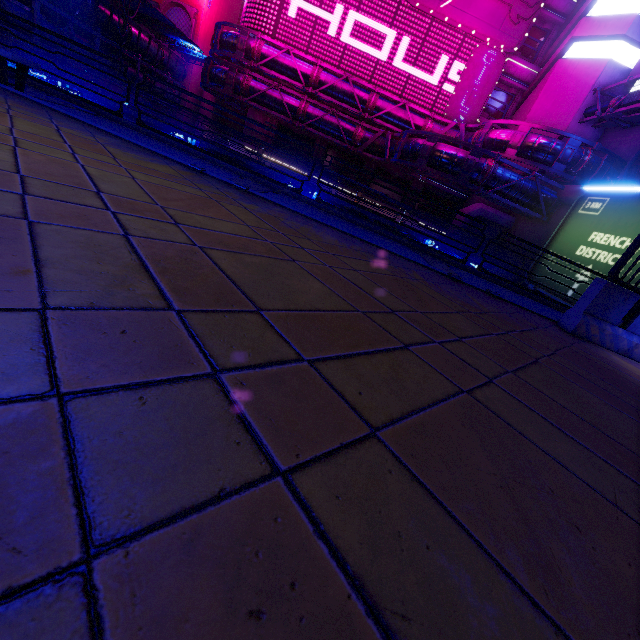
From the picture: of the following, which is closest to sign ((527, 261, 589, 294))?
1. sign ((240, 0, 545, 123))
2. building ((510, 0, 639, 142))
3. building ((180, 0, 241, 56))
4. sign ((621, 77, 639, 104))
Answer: sign ((621, 77, 639, 104))

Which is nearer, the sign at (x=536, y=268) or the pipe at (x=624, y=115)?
the sign at (x=536, y=268)

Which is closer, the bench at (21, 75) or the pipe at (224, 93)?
Result: the bench at (21, 75)

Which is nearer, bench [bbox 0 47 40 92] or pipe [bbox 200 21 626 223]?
bench [bbox 0 47 40 92]

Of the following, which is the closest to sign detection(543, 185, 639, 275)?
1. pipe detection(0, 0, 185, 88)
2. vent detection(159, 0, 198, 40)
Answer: pipe detection(0, 0, 185, 88)

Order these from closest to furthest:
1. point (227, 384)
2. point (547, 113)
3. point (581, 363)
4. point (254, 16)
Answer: point (227, 384) < point (581, 363) < point (547, 113) < point (254, 16)

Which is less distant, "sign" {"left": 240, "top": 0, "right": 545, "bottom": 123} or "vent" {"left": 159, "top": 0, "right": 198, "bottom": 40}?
"sign" {"left": 240, "top": 0, "right": 545, "bottom": 123}

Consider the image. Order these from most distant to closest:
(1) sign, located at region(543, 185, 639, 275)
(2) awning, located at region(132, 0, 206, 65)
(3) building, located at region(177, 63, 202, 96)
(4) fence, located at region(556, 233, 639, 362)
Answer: (3) building, located at region(177, 63, 202, 96) < (2) awning, located at region(132, 0, 206, 65) < (1) sign, located at region(543, 185, 639, 275) < (4) fence, located at region(556, 233, 639, 362)
